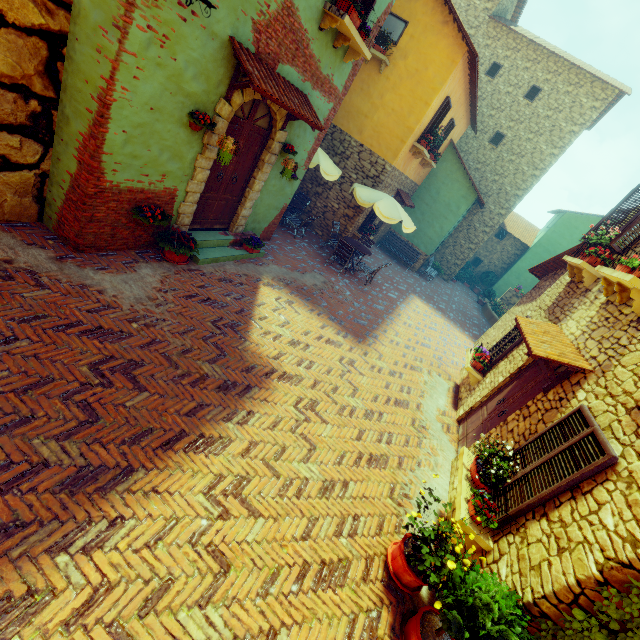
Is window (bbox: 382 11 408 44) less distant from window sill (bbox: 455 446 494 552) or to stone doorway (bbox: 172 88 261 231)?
stone doorway (bbox: 172 88 261 231)

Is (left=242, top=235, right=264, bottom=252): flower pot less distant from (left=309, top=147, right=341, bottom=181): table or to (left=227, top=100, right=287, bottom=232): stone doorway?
(left=227, top=100, right=287, bottom=232): stone doorway

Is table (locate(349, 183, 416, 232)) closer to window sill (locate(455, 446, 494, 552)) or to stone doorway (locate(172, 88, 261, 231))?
stone doorway (locate(172, 88, 261, 231))

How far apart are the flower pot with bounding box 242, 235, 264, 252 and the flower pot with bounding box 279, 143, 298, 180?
1.7 meters

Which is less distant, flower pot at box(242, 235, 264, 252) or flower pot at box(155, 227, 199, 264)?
flower pot at box(155, 227, 199, 264)

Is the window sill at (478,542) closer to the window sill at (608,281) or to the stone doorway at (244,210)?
the window sill at (608,281)

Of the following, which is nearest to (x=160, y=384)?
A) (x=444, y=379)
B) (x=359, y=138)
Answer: (x=444, y=379)

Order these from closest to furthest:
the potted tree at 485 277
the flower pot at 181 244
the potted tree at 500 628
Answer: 1. the potted tree at 500 628
2. the flower pot at 181 244
3. the potted tree at 485 277
